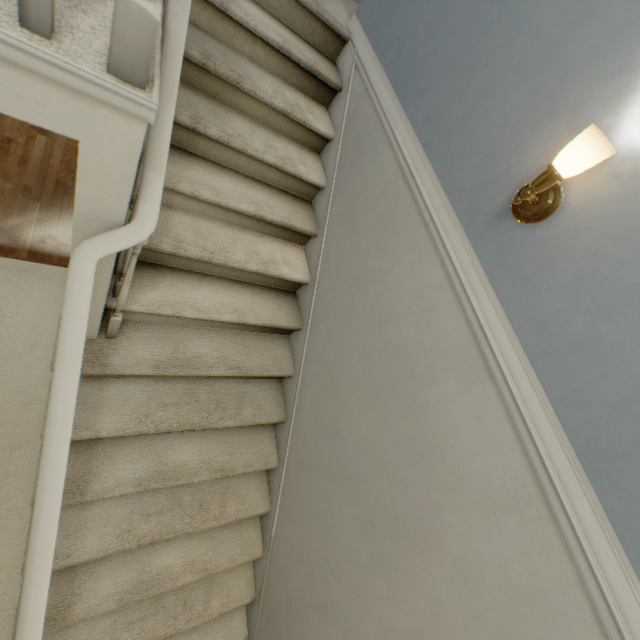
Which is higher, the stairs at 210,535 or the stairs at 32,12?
the stairs at 32,12

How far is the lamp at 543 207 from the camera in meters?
0.9 m

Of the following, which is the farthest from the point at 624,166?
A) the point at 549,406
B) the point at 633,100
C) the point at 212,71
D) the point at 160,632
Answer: the point at 160,632

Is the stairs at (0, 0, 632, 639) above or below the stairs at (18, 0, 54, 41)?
below

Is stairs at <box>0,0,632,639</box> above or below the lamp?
below

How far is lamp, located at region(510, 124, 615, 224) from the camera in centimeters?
87cm
